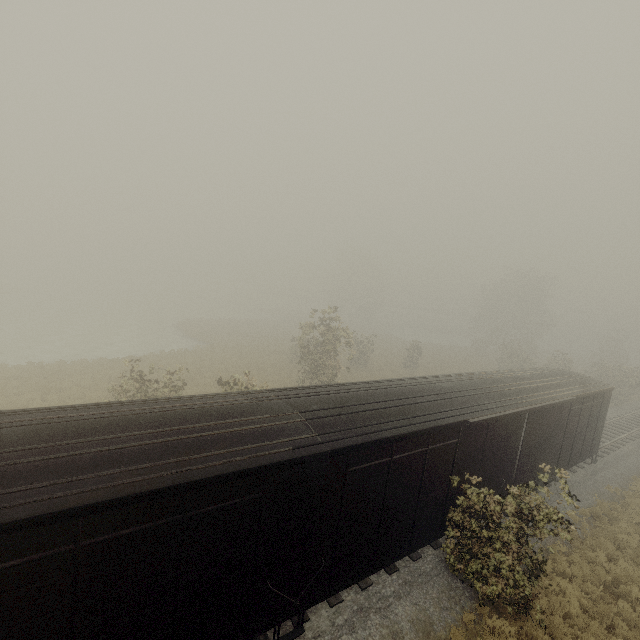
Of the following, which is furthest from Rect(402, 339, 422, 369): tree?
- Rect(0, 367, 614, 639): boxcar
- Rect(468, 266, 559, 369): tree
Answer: Rect(468, 266, 559, 369): tree

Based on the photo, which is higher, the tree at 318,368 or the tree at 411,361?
the tree at 318,368

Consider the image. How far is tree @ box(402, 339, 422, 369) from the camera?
35.7m

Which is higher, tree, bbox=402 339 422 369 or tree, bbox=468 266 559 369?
tree, bbox=468 266 559 369

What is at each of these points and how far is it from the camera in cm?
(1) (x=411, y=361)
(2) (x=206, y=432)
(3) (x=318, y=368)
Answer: (1) tree, 3572
(2) boxcar, 598
(3) tree, 2339

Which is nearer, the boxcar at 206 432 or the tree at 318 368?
the boxcar at 206 432
